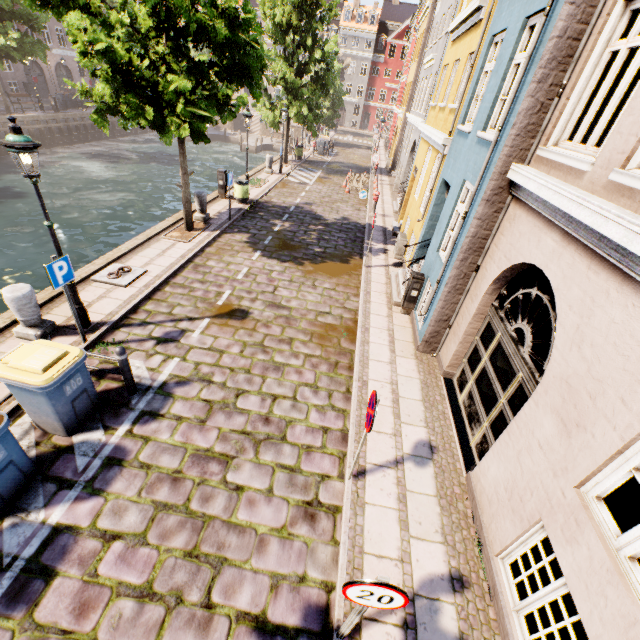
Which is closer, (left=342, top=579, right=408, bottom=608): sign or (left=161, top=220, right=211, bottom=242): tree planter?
(left=342, top=579, right=408, bottom=608): sign

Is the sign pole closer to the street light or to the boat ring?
the street light

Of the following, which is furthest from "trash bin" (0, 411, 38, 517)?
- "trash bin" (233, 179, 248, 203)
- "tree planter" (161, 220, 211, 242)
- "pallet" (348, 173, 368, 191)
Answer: "pallet" (348, 173, 368, 191)

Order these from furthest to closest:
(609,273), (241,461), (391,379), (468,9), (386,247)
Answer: (386,247), (468,9), (391,379), (241,461), (609,273)

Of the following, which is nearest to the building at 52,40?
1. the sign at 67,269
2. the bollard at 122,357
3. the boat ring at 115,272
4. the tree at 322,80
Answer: the tree at 322,80

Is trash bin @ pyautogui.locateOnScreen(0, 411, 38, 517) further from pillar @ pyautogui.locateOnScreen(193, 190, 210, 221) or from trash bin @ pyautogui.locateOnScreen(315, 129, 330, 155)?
trash bin @ pyautogui.locateOnScreen(315, 129, 330, 155)

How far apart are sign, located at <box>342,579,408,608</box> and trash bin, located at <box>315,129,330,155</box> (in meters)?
34.28

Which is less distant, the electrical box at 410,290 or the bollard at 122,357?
the bollard at 122,357
